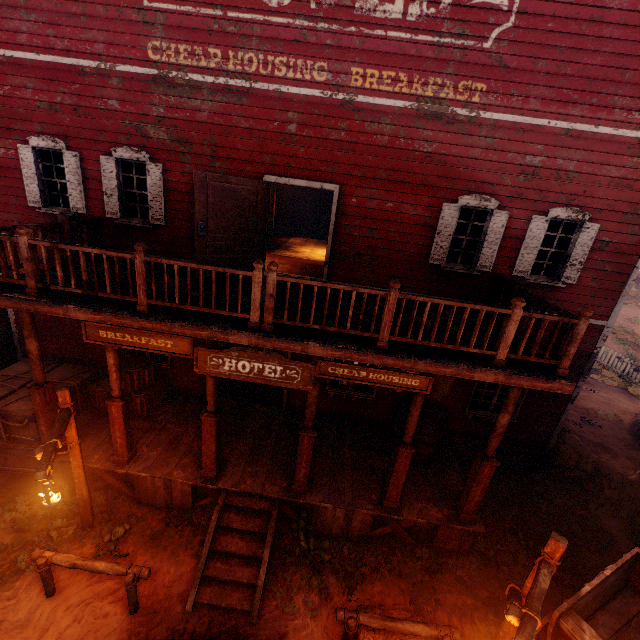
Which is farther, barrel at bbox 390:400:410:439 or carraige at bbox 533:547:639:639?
barrel at bbox 390:400:410:439

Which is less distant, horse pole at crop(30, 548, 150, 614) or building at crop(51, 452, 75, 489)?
horse pole at crop(30, 548, 150, 614)

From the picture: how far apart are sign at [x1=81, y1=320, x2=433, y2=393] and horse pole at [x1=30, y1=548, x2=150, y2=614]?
3.4m

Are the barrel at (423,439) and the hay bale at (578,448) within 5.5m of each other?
yes

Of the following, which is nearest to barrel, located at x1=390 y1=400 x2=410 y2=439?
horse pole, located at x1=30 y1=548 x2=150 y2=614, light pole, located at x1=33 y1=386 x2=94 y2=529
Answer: horse pole, located at x1=30 y1=548 x2=150 y2=614

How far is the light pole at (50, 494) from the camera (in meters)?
4.55

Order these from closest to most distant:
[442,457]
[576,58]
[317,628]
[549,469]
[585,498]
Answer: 1. [317,628]
2. [576,58]
3. [442,457]
4. [585,498]
5. [549,469]

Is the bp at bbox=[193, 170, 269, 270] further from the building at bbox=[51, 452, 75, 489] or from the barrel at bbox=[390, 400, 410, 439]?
the barrel at bbox=[390, 400, 410, 439]
